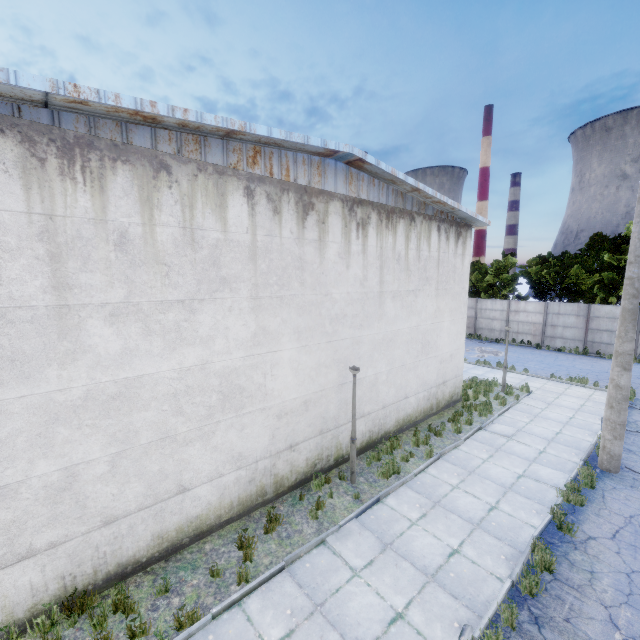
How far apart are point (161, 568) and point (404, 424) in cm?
851
